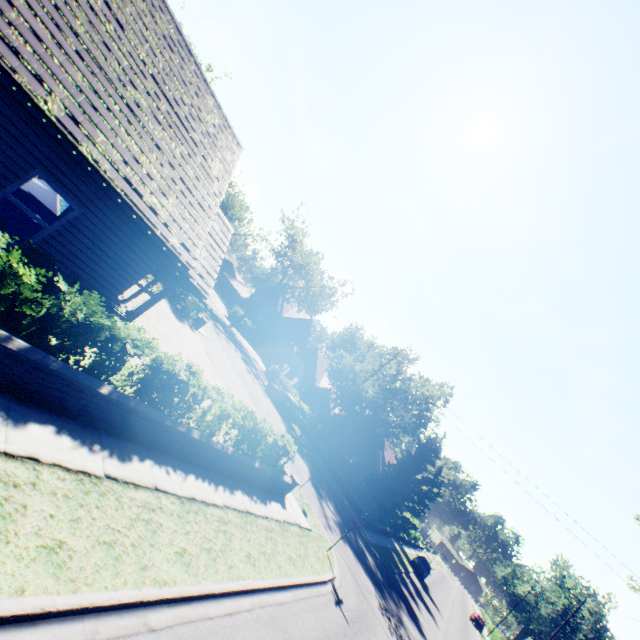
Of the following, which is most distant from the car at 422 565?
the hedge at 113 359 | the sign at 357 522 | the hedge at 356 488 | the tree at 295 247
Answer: the hedge at 113 359

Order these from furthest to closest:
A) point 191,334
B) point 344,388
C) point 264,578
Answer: point 344,388
point 191,334
point 264,578

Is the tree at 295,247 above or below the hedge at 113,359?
above

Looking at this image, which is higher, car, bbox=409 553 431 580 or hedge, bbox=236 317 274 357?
hedge, bbox=236 317 274 357

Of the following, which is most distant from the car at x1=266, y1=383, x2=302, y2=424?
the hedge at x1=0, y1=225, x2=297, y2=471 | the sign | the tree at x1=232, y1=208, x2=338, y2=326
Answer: the hedge at x1=0, y1=225, x2=297, y2=471

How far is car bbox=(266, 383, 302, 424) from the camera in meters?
29.0

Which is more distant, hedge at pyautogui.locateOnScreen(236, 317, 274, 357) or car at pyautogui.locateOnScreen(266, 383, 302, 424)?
hedge at pyautogui.locateOnScreen(236, 317, 274, 357)

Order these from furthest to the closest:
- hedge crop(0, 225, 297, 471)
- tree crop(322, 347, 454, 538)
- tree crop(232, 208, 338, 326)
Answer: tree crop(232, 208, 338, 326) < tree crop(322, 347, 454, 538) < hedge crop(0, 225, 297, 471)
